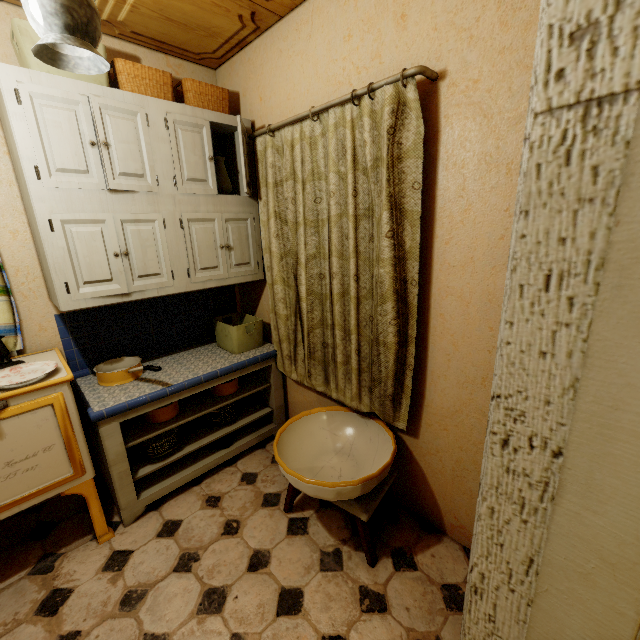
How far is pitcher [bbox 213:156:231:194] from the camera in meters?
2.3 m

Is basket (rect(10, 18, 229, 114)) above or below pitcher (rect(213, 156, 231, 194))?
→ above

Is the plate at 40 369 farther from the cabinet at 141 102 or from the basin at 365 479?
the basin at 365 479

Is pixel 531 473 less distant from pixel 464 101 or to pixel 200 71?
pixel 464 101

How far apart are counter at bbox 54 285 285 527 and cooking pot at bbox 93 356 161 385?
0.0 meters

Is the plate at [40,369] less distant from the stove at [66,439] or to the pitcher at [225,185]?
the stove at [66,439]

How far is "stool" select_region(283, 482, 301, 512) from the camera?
1.94m

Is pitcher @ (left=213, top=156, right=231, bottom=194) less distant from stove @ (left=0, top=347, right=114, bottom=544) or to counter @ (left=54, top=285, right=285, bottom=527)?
counter @ (left=54, top=285, right=285, bottom=527)
